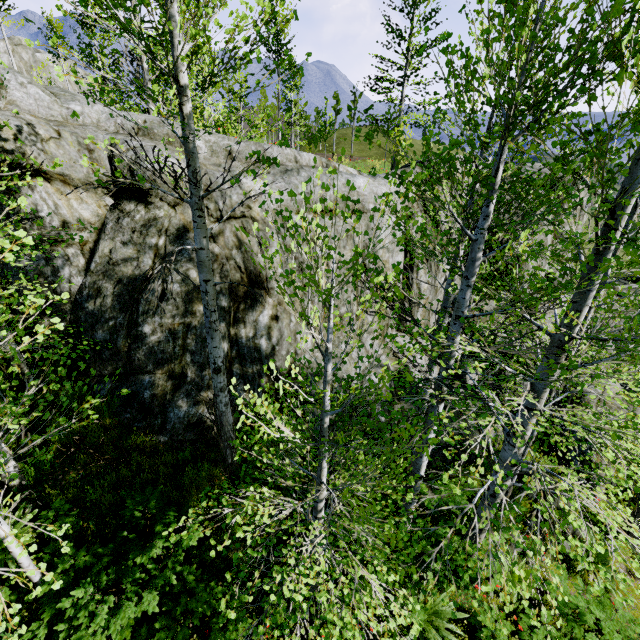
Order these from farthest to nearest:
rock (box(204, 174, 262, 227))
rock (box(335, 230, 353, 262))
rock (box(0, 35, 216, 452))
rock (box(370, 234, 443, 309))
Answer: rock (box(370, 234, 443, 309)) < rock (box(335, 230, 353, 262)) < rock (box(204, 174, 262, 227)) < rock (box(0, 35, 216, 452))

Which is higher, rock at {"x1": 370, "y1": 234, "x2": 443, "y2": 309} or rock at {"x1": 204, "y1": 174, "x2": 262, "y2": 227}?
rock at {"x1": 204, "y1": 174, "x2": 262, "y2": 227}

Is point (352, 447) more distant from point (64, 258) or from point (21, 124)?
point (21, 124)

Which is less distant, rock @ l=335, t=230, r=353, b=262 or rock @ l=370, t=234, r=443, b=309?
rock @ l=335, t=230, r=353, b=262

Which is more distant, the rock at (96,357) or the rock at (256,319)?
the rock at (256,319)

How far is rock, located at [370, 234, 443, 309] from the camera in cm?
920
